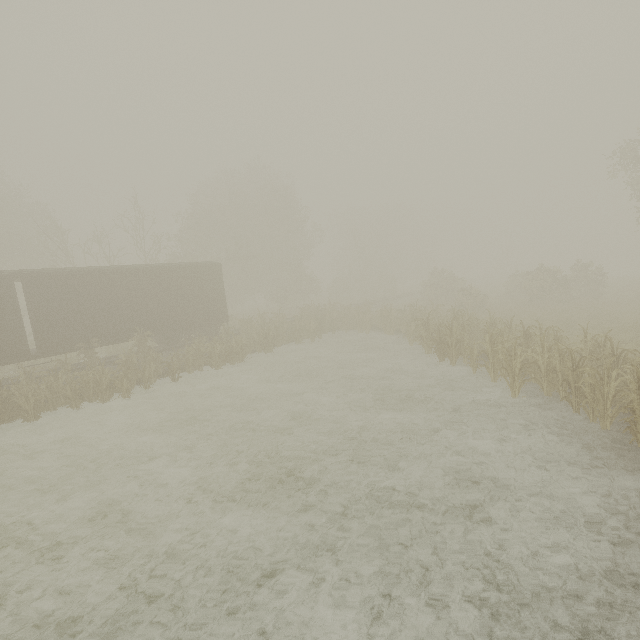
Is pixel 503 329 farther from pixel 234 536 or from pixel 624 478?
pixel 234 536

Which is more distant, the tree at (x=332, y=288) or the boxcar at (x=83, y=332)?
the boxcar at (x=83, y=332)

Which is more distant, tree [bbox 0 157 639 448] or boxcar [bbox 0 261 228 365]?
boxcar [bbox 0 261 228 365]
